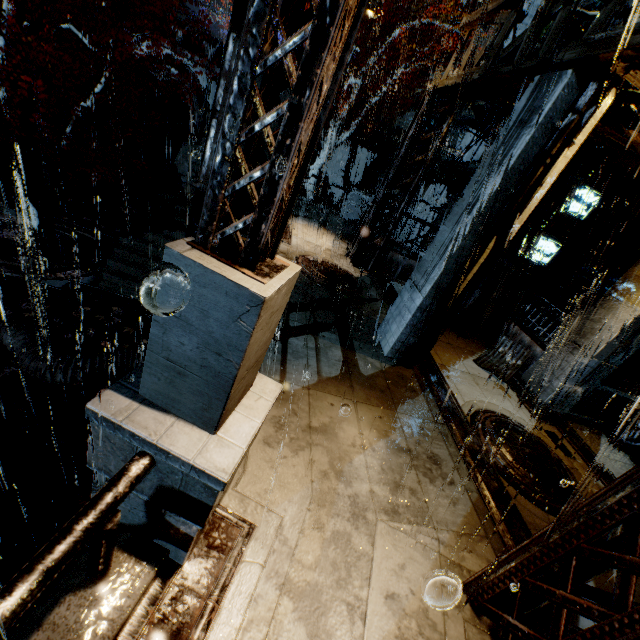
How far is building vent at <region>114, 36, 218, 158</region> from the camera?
19.7 meters

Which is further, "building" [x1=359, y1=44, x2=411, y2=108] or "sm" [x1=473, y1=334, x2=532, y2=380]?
"building" [x1=359, y1=44, x2=411, y2=108]

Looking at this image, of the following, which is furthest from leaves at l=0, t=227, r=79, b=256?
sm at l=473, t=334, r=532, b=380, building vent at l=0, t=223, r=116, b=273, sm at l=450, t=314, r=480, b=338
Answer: sm at l=473, t=334, r=532, b=380

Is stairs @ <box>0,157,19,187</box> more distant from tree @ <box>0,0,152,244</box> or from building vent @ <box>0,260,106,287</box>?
tree @ <box>0,0,152,244</box>

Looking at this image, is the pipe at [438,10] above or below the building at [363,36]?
above

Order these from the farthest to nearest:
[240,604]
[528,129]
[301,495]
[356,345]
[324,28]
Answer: [356,345] → [528,129] → [301,495] → [240,604] → [324,28]

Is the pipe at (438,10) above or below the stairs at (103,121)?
above

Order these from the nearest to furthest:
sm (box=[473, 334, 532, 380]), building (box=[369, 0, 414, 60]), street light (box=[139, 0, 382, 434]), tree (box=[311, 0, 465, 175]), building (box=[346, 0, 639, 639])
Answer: street light (box=[139, 0, 382, 434]) → building (box=[346, 0, 639, 639]) → sm (box=[473, 334, 532, 380]) → tree (box=[311, 0, 465, 175]) → building (box=[369, 0, 414, 60])
